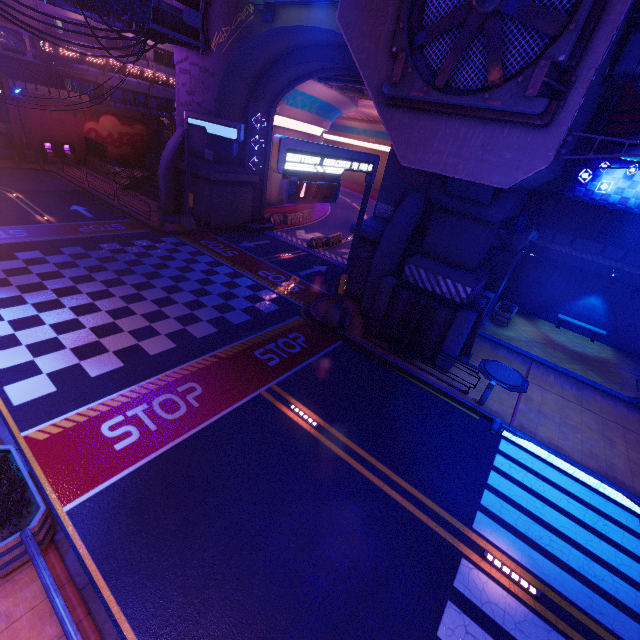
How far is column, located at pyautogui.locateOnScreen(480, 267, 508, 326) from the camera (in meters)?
15.68

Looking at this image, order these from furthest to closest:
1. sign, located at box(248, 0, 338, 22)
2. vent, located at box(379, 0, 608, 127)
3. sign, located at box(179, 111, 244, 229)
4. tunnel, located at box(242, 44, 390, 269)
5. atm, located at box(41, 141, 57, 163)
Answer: atm, located at box(41, 141, 57, 163) < tunnel, located at box(242, 44, 390, 269) < sign, located at box(179, 111, 244, 229) < sign, located at box(248, 0, 338, 22) < vent, located at box(379, 0, 608, 127)

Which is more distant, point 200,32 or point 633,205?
point 633,205

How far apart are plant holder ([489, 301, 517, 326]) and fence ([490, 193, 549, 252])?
3.42m

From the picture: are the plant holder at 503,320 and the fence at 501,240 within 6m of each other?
yes

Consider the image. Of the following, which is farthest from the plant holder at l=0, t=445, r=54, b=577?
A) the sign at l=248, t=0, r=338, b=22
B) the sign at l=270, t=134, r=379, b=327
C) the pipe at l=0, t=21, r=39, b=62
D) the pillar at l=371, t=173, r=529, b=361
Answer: the pipe at l=0, t=21, r=39, b=62

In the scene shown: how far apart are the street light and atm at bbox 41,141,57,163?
0.46m

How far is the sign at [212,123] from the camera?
17.81m
